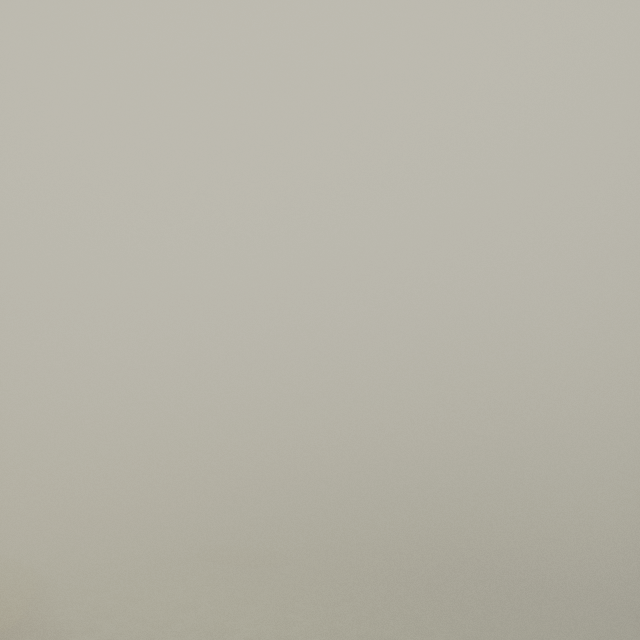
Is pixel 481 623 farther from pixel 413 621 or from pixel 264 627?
pixel 264 627
